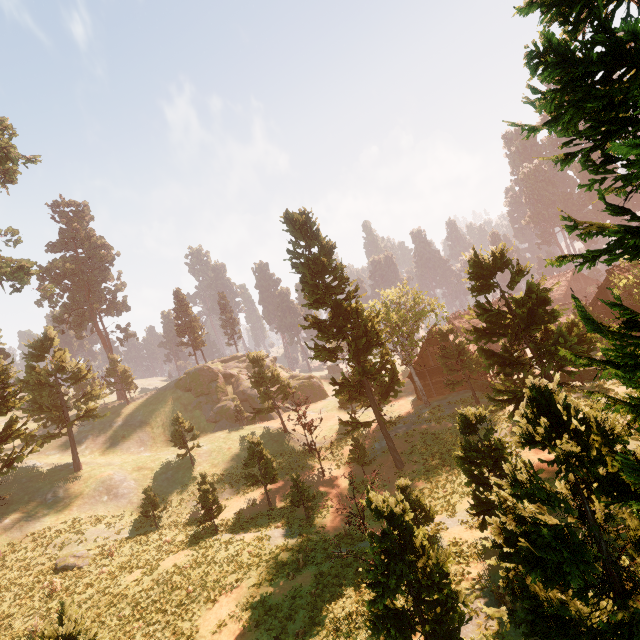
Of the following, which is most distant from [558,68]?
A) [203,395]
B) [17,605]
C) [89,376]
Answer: [203,395]

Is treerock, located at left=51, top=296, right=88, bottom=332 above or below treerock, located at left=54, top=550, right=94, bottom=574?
above

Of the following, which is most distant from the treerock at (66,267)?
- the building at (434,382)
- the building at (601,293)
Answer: the building at (434,382)

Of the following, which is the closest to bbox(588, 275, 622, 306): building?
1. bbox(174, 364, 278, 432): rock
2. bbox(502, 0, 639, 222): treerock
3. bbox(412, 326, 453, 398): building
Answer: bbox(502, 0, 639, 222): treerock

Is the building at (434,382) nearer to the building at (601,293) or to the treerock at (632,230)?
the treerock at (632,230)

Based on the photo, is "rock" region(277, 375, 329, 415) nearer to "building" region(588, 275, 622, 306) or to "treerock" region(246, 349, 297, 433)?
"treerock" region(246, 349, 297, 433)

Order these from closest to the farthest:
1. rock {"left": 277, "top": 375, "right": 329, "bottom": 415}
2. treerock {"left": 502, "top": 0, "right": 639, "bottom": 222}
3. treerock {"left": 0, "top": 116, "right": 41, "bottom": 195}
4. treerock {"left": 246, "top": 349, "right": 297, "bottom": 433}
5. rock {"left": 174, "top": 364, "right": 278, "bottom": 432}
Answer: treerock {"left": 502, "top": 0, "right": 639, "bottom": 222}
treerock {"left": 0, "top": 116, "right": 41, "bottom": 195}
treerock {"left": 246, "top": 349, "right": 297, "bottom": 433}
rock {"left": 174, "top": 364, "right": 278, "bottom": 432}
rock {"left": 277, "top": 375, "right": 329, "bottom": 415}
